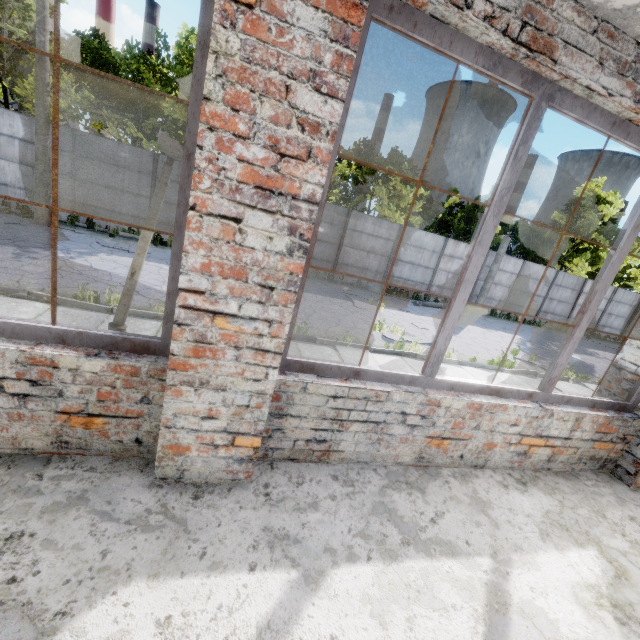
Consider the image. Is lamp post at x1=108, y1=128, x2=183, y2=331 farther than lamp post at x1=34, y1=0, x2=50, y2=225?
No

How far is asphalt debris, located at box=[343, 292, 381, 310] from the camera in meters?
13.1 m

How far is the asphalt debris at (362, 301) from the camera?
13.1 meters

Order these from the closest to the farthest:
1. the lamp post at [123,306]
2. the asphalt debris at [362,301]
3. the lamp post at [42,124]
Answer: the lamp post at [123,306], the lamp post at [42,124], the asphalt debris at [362,301]

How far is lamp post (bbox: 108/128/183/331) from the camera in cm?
296

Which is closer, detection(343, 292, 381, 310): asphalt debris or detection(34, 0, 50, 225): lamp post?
detection(34, 0, 50, 225): lamp post

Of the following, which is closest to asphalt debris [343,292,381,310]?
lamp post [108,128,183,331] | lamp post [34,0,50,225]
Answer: lamp post [108,128,183,331]

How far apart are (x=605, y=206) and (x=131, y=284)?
29.6 meters
